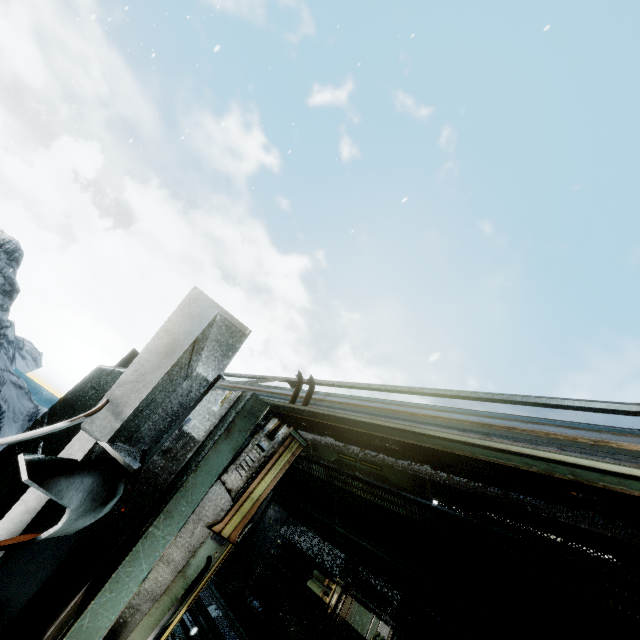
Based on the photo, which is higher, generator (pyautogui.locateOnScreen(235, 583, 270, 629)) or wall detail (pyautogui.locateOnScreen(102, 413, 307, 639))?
wall detail (pyautogui.locateOnScreen(102, 413, 307, 639))

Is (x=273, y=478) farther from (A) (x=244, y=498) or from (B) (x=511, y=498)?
(B) (x=511, y=498)

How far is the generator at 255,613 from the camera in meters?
8.8 m

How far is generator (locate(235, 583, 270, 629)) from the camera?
8.75m

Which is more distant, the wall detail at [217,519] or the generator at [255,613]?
the generator at [255,613]

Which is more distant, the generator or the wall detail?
the generator
